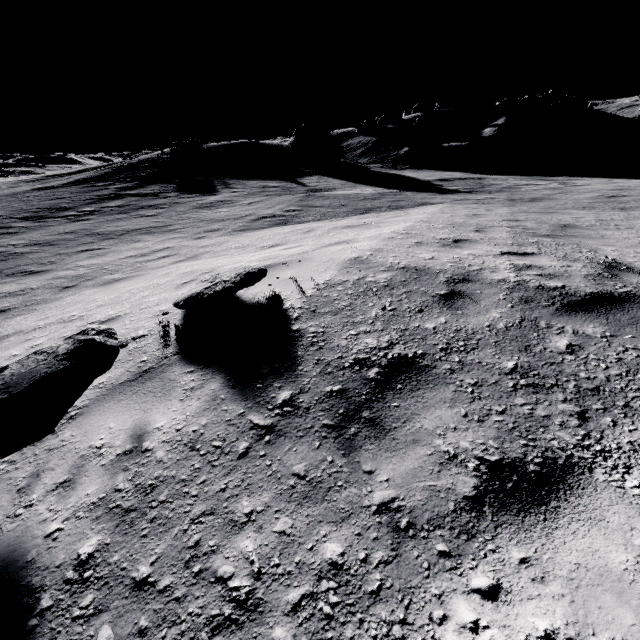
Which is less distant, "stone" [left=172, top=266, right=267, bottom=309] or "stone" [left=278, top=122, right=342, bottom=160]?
"stone" [left=172, top=266, right=267, bottom=309]

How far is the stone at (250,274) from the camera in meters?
3.4

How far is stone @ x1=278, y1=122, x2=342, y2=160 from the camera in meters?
29.3 m

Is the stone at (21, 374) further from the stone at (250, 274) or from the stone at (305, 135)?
the stone at (305, 135)

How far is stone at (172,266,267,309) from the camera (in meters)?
3.44

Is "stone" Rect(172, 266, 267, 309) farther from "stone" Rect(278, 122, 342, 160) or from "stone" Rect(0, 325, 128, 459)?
"stone" Rect(278, 122, 342, 160)

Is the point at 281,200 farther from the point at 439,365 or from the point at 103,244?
the point at 439,365

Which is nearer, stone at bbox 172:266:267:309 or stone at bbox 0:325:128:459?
stone at bbox 0:325:128:459
